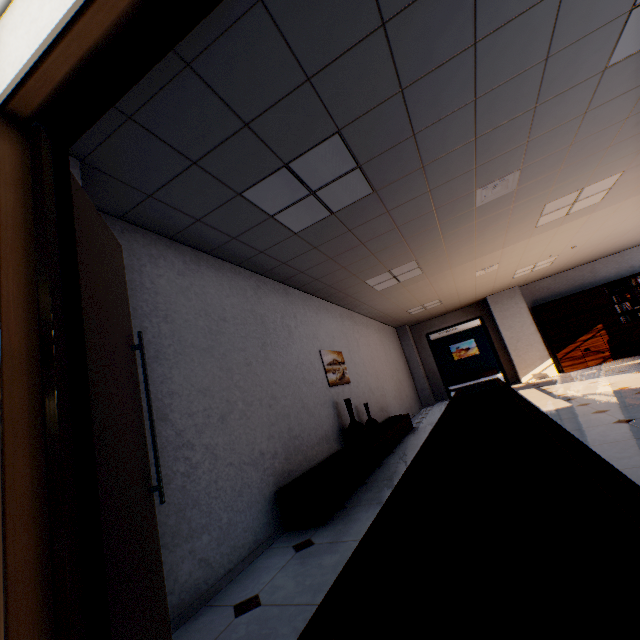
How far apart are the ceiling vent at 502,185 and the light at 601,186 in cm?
125

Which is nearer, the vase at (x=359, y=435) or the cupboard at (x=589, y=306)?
the vase at (x=359, y=435)

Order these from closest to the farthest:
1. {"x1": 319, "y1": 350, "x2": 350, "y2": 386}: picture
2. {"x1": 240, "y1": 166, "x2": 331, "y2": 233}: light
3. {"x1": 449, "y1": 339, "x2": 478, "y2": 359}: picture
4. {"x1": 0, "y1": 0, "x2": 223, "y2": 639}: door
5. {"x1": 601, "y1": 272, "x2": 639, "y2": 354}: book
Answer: {"x1": 0, "y1": 0, "x2": 223, "y2": 639}: door → {"x1": 240, "y1": 166, "x2": 331, "y2": 233}: light → {"x1": 319, "y1": 350, "x2": 350, "y2": 386}: picture → {"x1": 601, "y1": 272, "x2": 639, "y2": 354}: book → {"x1": 449, "y1": 339, "x2": 478, "y2": 359}: picture

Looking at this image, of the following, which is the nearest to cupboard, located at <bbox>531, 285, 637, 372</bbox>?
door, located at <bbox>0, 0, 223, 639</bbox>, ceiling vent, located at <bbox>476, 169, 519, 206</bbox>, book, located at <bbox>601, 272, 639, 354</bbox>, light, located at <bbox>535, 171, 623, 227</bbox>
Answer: book, located at <bbox>601, 272, 639, 354</bbox>

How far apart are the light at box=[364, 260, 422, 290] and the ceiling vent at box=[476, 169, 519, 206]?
1.6m

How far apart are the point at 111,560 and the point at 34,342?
0.8 meters

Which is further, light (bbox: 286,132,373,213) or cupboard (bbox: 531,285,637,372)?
cupboard (bbox: 531,285,637,372)

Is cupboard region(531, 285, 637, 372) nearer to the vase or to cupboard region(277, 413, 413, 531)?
cupboard region(277, 413, 413, 531)
